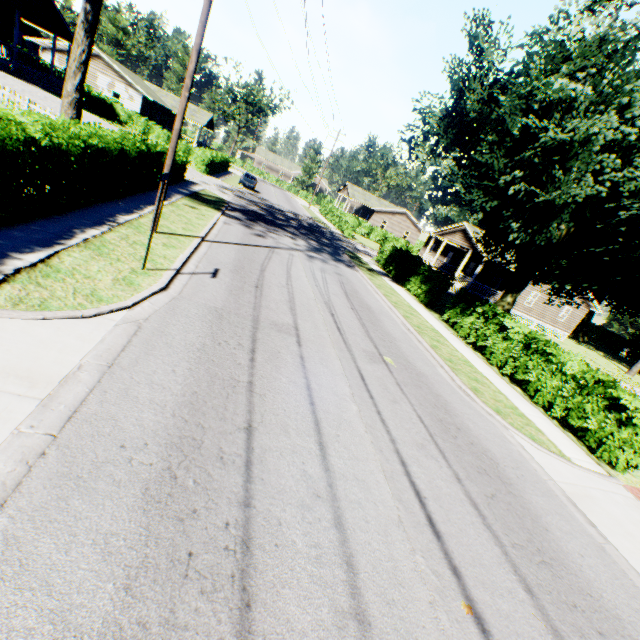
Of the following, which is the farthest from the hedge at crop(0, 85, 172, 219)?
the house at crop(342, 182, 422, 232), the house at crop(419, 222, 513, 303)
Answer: the house at crop(342, 182, 422, 232)

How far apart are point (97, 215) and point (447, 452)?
11.27m

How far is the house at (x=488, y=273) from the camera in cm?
3203

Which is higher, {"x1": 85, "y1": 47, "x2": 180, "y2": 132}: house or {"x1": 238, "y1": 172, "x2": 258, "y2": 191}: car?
{"x1": 85, "y1": 47, "x2": 180, "y2": 132}: house

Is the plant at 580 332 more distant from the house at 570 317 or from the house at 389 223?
the house at 389 223

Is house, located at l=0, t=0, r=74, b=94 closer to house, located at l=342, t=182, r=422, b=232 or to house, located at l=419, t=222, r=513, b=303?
house, located at l=342, t=182, r=422, b=232

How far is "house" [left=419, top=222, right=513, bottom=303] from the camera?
32.03m

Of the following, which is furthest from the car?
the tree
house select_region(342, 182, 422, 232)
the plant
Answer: the plant
